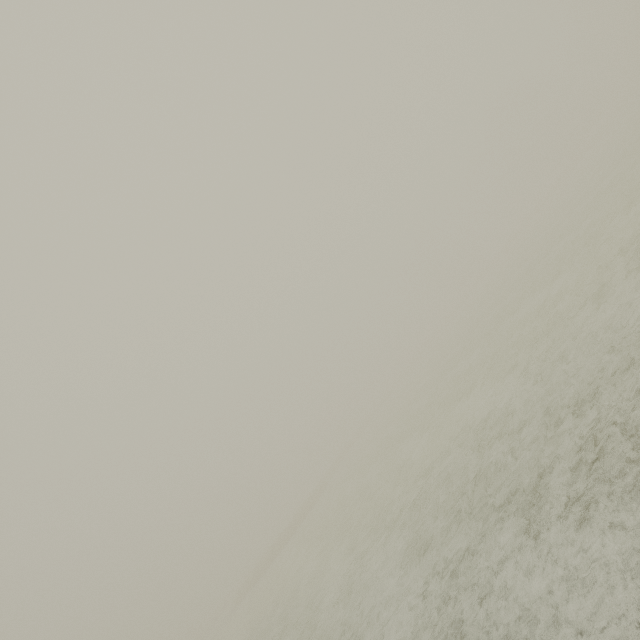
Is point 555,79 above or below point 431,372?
above
